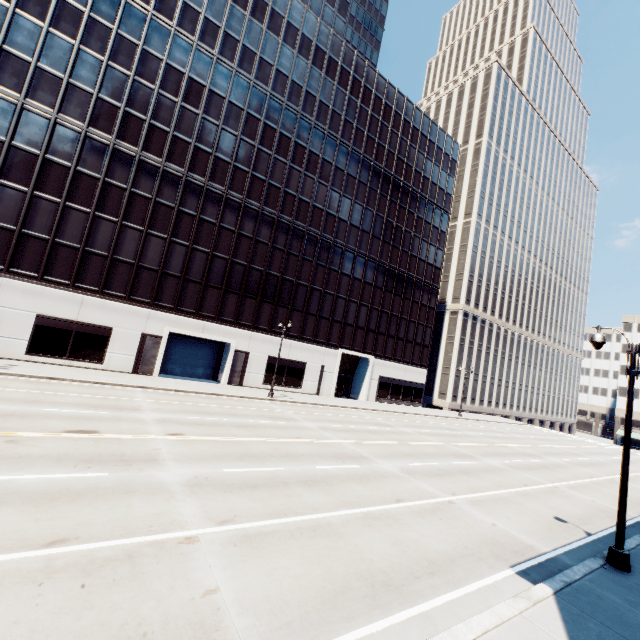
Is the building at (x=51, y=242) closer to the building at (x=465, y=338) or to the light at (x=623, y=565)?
the building at (x=465, y=338)

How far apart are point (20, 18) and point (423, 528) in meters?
42.0

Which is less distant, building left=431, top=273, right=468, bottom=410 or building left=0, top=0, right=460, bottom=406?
building left=0, top=0, right=460, bottom=406

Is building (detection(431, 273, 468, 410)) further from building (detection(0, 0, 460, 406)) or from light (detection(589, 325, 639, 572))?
light (detection(589, 325, 639, 572))

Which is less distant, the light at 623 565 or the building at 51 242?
the light at 623 565

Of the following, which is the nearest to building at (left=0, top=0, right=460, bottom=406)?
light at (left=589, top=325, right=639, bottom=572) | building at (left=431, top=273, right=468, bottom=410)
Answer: building at (left=431, top=273, right=468, bottom=410)

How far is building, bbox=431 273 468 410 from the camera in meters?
57.8 m
